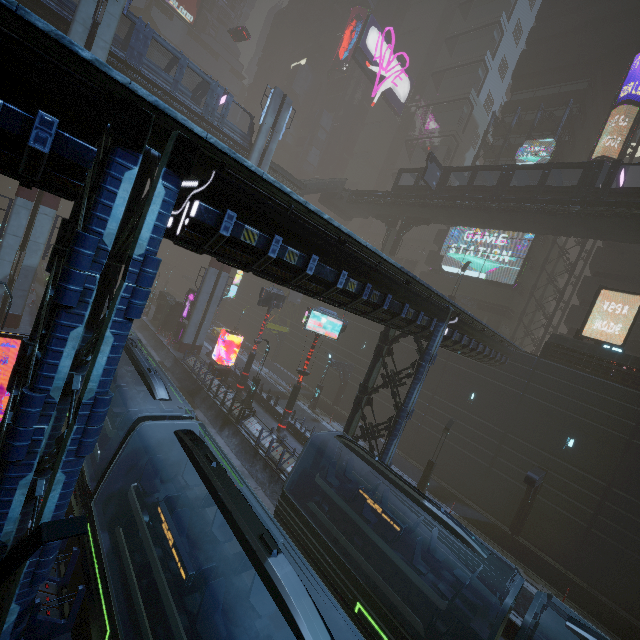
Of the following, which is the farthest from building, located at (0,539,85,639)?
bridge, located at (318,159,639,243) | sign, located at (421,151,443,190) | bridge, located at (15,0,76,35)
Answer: sign, located at (421,151,443,190)

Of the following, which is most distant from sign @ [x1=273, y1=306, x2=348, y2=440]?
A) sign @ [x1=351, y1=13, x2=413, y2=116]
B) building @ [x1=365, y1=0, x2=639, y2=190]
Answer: sign @ [x1=351, y1=13, x2=413, y2=116]

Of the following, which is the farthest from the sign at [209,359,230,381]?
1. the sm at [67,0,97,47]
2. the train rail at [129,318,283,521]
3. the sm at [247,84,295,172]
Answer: the sm at [67,0,97,47]

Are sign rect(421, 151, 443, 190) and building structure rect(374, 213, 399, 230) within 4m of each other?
no

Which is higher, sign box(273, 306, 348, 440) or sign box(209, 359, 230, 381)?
sign box(273, 306, 348, 440)

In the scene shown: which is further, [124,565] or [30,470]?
[124,565]

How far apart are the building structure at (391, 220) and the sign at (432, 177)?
6.63m

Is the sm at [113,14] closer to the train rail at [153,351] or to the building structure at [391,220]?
the train rail at [153,351]
